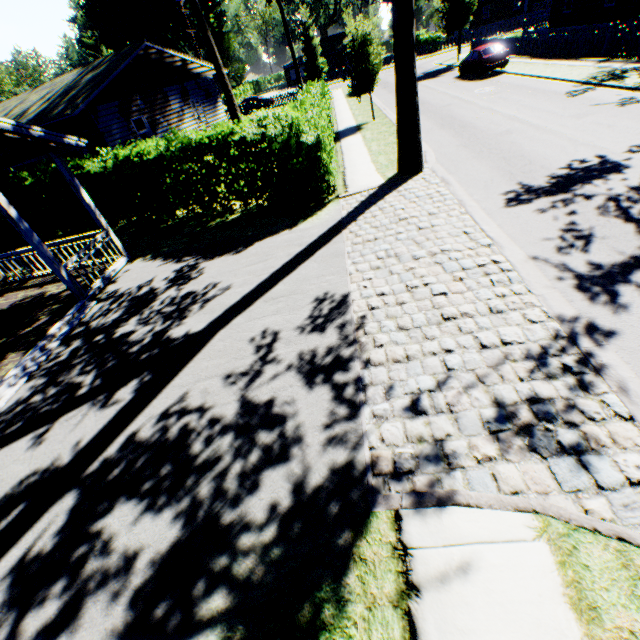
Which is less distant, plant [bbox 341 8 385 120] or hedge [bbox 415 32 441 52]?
plant [bbox 341 8 385 120]

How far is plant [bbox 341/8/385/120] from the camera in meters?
17.3 m

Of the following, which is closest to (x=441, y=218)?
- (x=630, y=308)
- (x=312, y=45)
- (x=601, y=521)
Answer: (x=630, y=308)

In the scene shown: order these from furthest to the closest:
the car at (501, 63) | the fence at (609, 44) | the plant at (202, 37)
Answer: the car at (501, 63) → the plant at (202, 37) → the fence at (609, 44)

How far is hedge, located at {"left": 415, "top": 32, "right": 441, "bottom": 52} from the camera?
46.8 meters

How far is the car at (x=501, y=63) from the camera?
22.3 meters

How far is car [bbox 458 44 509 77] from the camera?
22.31m

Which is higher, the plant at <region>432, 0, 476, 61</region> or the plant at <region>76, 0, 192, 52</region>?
the plant at <region>76, 0, 192, 52</region>
